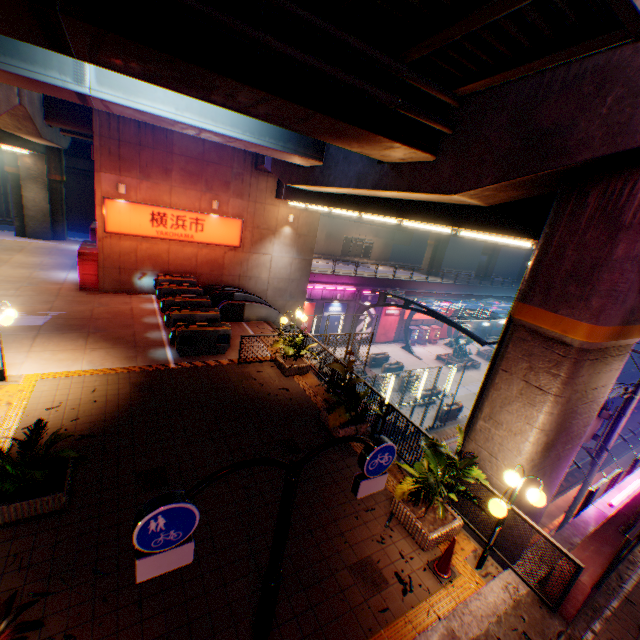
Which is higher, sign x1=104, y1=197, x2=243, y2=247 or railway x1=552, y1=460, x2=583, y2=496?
sign x1=104, y1=197, x2=243, y2=247

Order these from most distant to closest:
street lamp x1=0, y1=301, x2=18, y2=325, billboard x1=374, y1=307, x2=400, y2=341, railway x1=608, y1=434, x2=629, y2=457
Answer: billboard x1=374, y1=307, x2=400, y2=341 → railway x1=608, y1=434, x2=629, y2=457 → street lamp x1=0, y1=301, x2=18, y2=325

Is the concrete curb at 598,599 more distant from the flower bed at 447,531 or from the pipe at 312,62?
the pipe at 312,62

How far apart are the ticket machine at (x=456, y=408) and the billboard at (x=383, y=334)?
12.2m

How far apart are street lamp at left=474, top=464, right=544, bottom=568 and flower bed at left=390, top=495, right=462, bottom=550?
0.6m

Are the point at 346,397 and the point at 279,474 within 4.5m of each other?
yes

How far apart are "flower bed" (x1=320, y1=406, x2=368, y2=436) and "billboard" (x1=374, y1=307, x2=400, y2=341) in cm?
2370

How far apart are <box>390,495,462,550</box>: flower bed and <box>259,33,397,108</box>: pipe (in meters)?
8.05
